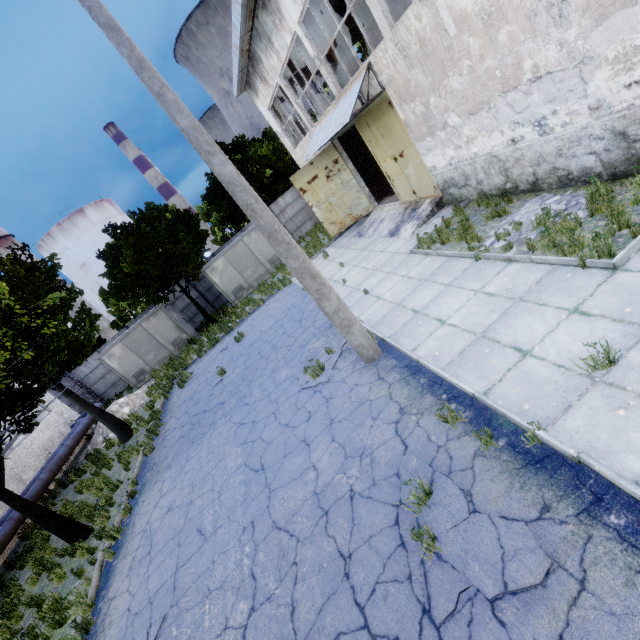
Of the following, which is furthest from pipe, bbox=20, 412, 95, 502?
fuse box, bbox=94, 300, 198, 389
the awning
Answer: the awning

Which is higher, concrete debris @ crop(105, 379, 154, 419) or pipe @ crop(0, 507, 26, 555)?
pipe @ crop(0, 507, 26, 555)

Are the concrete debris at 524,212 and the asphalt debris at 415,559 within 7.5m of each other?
yes

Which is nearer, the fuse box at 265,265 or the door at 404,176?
the door at 404,176

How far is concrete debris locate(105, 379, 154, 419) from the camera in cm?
1819

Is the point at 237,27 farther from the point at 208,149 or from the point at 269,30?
the point at 208,149

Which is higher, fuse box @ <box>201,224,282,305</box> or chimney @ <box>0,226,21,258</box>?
chimney @ <box>0,226,21,258</box>

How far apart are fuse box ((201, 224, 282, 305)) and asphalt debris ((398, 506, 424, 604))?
→ 19.79m
